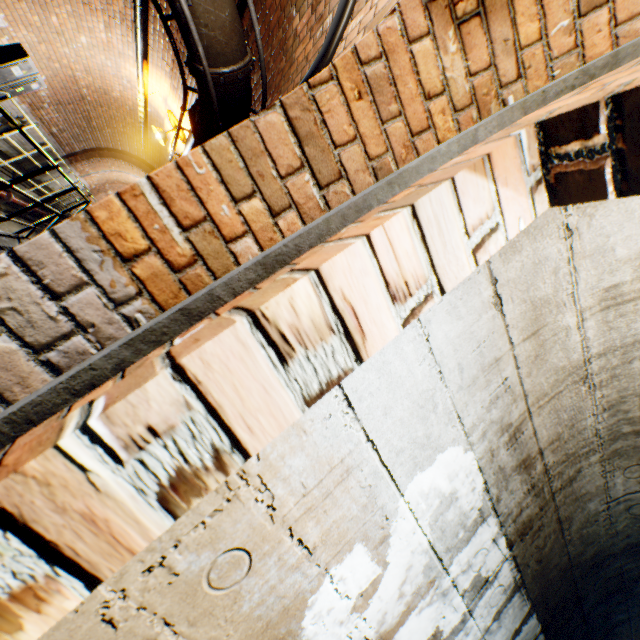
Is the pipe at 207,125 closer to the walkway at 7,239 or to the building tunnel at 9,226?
the building tunnel at 9,226

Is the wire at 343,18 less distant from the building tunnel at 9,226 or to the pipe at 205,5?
the building tunnel at 9,226

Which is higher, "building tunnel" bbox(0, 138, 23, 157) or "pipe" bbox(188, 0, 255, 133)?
"pipe" bbox(188, 0, 255, 133)

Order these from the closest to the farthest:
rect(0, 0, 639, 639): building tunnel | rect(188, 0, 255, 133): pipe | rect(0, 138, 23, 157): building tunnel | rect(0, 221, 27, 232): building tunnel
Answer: rect(0, 0, 639, 639): building tunnel → rect(188, 0, 255, 133): pipe → rect(0, 221, 27, 232): building tunnel → rect(0, 138, 23, 157): building tunnel

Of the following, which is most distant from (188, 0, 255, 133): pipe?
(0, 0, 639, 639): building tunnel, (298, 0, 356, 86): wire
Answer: (298, 0, 356, 86): wire

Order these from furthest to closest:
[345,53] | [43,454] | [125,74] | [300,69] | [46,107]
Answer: [46,107]
[125,74]
[300,69]
[345,53]
[43,454]

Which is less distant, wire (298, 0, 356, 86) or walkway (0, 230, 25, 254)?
wire (298, 0, 356, 86)

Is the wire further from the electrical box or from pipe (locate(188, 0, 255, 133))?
the electrical box
